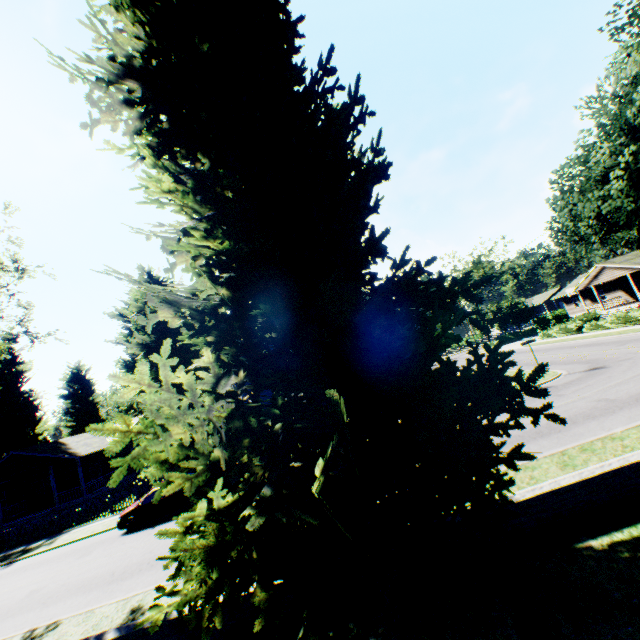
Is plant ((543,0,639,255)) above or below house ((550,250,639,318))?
above

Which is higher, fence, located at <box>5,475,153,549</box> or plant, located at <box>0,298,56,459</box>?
plant, located at <box>0,298,56,459</box>

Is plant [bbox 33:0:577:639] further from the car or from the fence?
the car

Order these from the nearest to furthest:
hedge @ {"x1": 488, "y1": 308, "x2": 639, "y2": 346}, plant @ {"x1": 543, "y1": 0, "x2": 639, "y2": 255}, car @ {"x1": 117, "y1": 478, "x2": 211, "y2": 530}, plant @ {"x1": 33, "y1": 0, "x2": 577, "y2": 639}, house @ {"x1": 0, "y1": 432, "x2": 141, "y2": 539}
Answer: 1. plant @ {"x1": 33, "y1": 0, "x2": 577, "y2": 639}
2. car @ {"x1": 117, "y1": 478, "x2": 211, "y2": 530}
3. plant @ {"x1": 543, "y1": 0, "x2": 639, "y2": 255}
4. house @ {"x1": 0, "y1": 432, "x2": 141, "y2": 539}
5. hedge @ {"x1": 488, "y1": 308, "x2": 639, "y2": 346}

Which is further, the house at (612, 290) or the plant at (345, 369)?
the house at (612, 290)

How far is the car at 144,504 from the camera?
16.7 meters

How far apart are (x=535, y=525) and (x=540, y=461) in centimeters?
350cm

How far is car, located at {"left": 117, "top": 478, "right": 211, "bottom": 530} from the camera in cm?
1670
